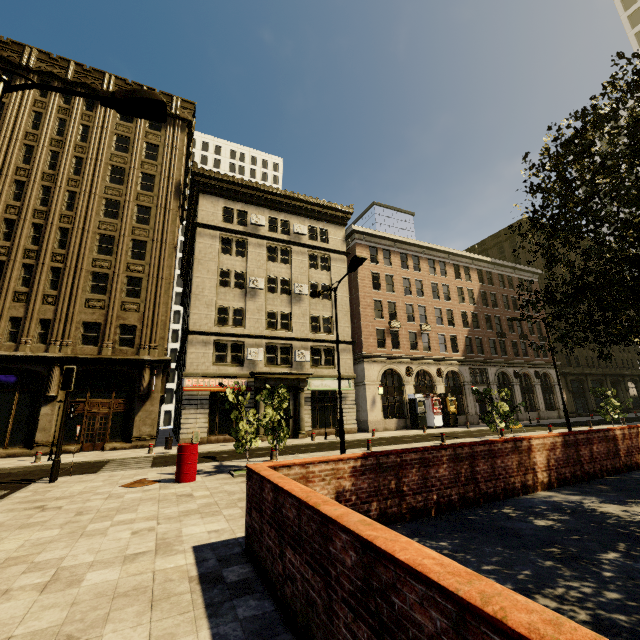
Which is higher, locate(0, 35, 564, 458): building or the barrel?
locate(0, 35, 564, 458): building

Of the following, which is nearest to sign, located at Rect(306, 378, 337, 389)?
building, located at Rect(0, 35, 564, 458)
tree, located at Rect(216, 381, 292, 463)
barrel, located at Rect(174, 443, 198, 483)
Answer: building, located at Rect(0, 35, 564, 458)

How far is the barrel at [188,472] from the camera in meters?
10.1

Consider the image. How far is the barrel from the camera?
10.06m

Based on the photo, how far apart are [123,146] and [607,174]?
31.22m

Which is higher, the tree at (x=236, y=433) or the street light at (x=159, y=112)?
the street light at (x=159, y=112)

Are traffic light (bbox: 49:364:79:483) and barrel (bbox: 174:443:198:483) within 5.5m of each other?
yes

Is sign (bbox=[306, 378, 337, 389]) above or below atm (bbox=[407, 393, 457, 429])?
above
